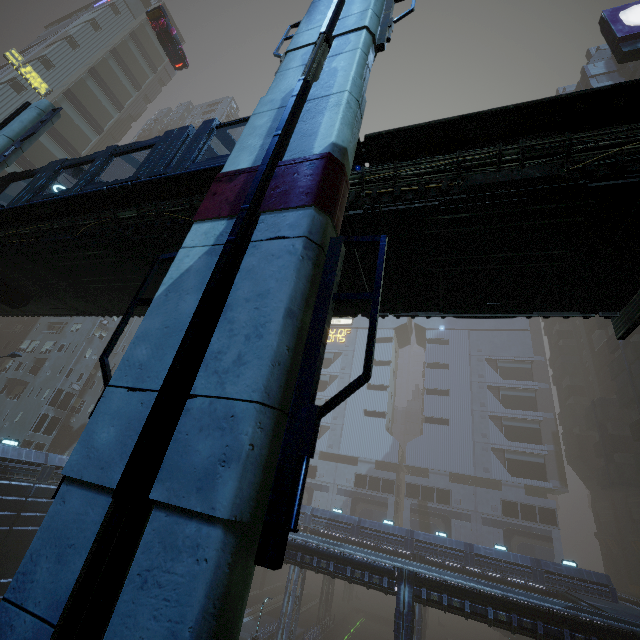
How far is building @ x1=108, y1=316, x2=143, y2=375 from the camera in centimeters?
4588cm

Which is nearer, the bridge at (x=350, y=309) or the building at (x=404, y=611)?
the bridge at (x=350, y=309)

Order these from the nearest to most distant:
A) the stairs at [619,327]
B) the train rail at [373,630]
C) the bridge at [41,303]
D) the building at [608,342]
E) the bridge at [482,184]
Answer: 1. the bridge at [482,184]
2. the stairs at [619,327]
3. the bridge at [41,303]
4. the building at [608,342]
5. the train rail at [373,630]

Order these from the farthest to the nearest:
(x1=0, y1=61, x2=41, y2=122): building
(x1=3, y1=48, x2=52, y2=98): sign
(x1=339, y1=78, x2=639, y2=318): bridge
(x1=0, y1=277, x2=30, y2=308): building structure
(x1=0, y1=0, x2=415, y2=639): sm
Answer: (x1=3, y1=48, x2=52, y2=98): sign
(x1=0, y1=61, x2=41, y2=122): building
(x1=0, y1=277, x2=30, y2=308): building structure
(x1=339, y1=78, x2=639, y2=318): bridge
(x1=0, y1=0, x2=415, y2=639): sm

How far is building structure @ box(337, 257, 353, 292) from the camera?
7.62m

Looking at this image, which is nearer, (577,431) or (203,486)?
(203,486)

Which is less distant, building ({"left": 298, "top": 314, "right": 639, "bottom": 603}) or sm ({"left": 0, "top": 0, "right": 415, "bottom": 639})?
sm ({"left": 0, "top": 0, "right": 415, "bottom": 639})

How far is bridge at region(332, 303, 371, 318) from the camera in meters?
9.6
